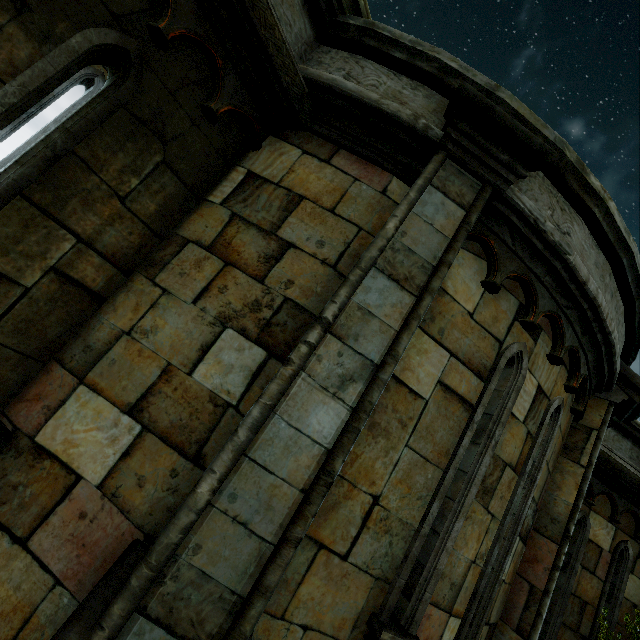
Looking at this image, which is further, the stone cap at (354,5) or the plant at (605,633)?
the plant at (605,633)

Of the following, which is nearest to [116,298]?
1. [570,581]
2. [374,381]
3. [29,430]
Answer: [29,430]

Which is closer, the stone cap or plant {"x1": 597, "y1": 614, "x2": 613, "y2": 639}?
the stone cap

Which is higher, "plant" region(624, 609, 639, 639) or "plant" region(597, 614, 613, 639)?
"plant" region(624, 609, 639, 639)

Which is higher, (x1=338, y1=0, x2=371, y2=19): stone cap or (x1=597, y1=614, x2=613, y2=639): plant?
(x1=338, y1=0, x2=371, y2=19): stone cap
